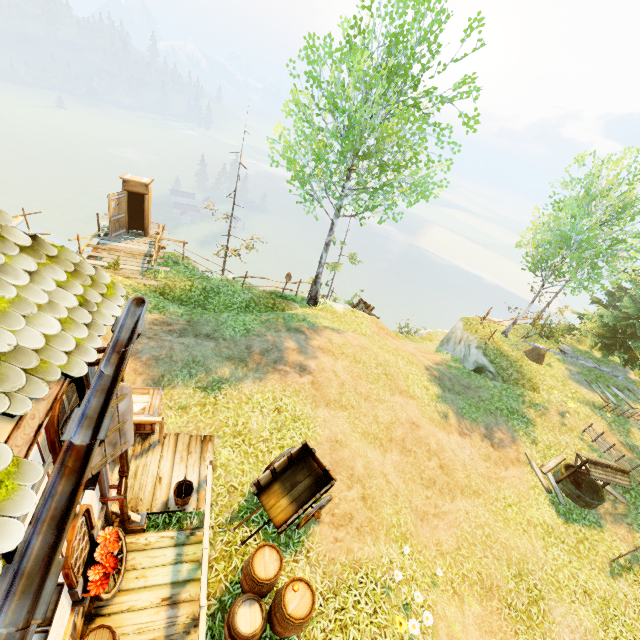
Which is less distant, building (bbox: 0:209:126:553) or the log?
building (bbox: 0:209:126:553)

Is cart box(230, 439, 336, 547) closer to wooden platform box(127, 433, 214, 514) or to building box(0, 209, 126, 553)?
wooden platform box(127, 433, 214, 514)

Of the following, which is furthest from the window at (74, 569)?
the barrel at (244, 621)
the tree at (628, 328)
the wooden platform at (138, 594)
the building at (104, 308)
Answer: the tree at (628, 328)

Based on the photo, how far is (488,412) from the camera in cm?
1474

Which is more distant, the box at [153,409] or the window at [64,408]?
the box at [153,409]

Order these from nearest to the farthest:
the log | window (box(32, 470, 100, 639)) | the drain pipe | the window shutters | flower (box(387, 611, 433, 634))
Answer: window (box(32, 470, 100, 639)) → the window shutters → the drain pipe → flower (box(387, 611, 433, 634)) → the log

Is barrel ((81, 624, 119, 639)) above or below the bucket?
above

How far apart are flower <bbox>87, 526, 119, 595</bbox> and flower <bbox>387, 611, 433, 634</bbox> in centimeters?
544cm
